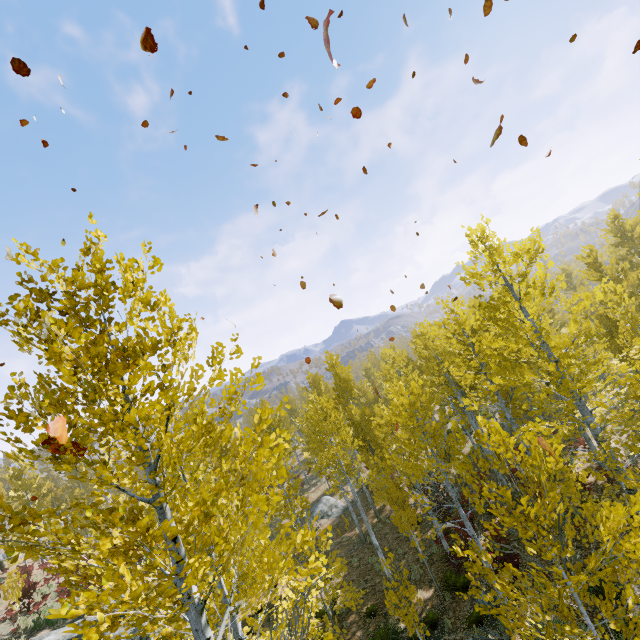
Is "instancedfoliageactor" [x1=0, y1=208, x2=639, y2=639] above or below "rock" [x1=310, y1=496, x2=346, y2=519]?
above

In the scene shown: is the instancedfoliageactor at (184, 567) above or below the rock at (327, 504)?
above

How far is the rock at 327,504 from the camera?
24.9 meters

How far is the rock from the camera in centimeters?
2486cm

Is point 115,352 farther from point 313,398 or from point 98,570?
point 313,398

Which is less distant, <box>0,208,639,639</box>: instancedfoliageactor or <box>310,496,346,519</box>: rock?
<box>0,208,639,639</box>: instancedfoliageactor
